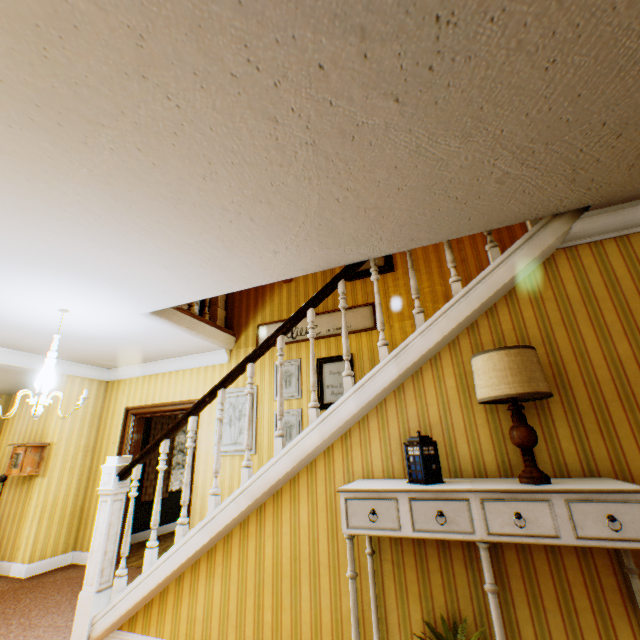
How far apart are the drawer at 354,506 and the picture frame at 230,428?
3.0 meters

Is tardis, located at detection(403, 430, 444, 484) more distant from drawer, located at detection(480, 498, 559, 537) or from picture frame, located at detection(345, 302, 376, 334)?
picture frame, located at detection(345, 302, 376, 334)

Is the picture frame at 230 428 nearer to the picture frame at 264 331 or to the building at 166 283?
the building at 166 283

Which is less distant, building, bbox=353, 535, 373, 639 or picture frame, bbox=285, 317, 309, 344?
building, bbox=353, 535, 373, 639

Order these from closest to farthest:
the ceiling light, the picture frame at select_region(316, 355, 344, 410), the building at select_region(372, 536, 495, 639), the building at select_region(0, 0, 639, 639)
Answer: the building at select_region(0, 0, 639, 639) < the building at select_region(372, 536, 495, 639) < the ceiling light < the picture frame at select_region(316, 355, 344, 410)

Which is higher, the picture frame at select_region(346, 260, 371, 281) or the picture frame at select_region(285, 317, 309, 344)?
the picture frame at select_region(346, 260, 371, 281)

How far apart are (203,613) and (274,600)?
0.68m

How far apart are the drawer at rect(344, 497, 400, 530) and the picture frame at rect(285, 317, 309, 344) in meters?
2.9
